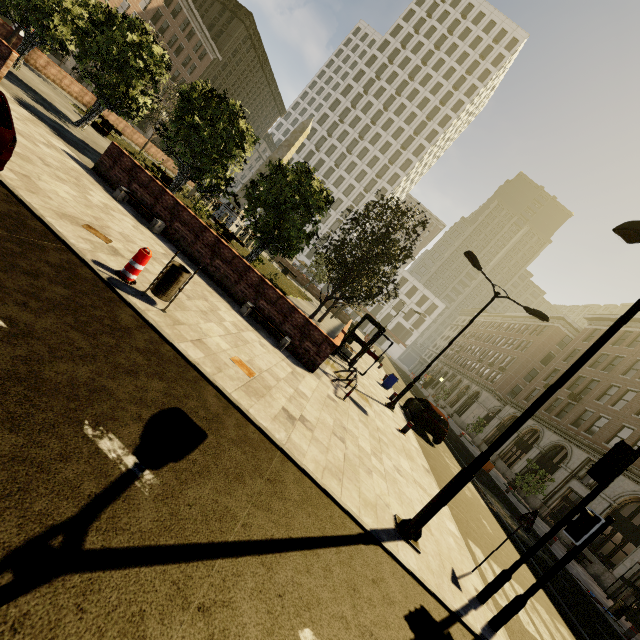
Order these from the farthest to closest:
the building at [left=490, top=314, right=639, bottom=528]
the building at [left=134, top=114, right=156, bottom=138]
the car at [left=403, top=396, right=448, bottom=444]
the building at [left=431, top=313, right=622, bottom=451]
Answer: the building at [left=134, top=114, right=156, bottom=138] → the building at [left=431, top=313, right=622, bottom=451] → the building at [left=490, top=314, right=639, bottom=528] → the car at [left=403, top=396, right=448, bottom=444]

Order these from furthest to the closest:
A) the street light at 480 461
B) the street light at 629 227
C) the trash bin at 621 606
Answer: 1. the trash bin at 621 606
2. the street light at 629 227
3. the street light at 480 461

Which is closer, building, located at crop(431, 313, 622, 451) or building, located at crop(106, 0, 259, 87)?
building, located at crop(431, 313, 622, 451)

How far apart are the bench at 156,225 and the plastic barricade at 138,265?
4.7m

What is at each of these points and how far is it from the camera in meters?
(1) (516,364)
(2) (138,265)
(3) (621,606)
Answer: (1) building, 43.1
(2) plastic barricade, 5.9
(3) trash bin, 13.0

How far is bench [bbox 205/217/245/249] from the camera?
19.5 meters

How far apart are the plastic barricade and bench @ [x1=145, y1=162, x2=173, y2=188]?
16.3m

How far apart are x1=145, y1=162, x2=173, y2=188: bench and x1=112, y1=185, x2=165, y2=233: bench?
10.3 meters
